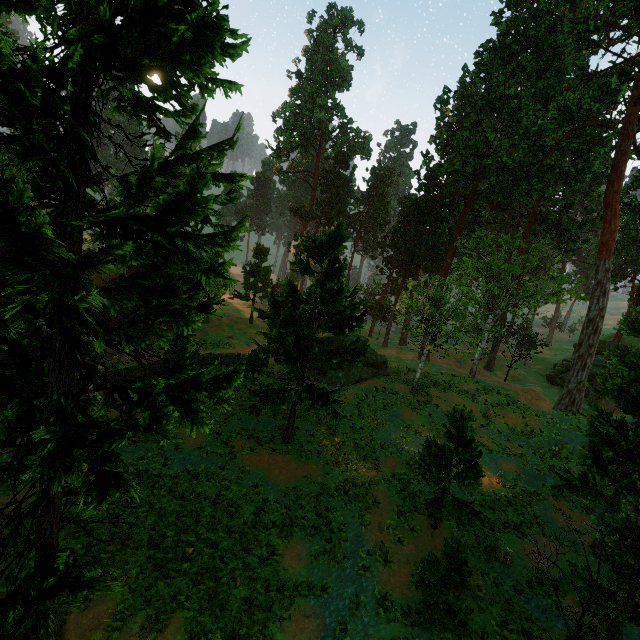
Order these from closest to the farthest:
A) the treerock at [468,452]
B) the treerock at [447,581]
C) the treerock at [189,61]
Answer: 1. the treerock at [189,61]
2. the treerock at [447,581]
3. the treerock at [468,452]

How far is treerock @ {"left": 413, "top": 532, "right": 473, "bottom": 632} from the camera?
10.45m

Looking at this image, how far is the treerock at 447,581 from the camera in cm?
1045

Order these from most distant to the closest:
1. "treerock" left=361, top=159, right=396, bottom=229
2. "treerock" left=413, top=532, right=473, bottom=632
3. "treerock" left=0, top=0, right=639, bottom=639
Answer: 1. "treerock" left=361, top=159, right=396, bottom=229
2. "treerock" left=413, top=532, right=473, bottom=632
3. "treerock" left=0, top=0, right=639, bottom=639

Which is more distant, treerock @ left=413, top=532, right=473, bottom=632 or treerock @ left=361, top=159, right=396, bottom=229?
treerock @ left=361, top=159, right=396, bottom=229

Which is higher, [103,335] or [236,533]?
[103,335]
